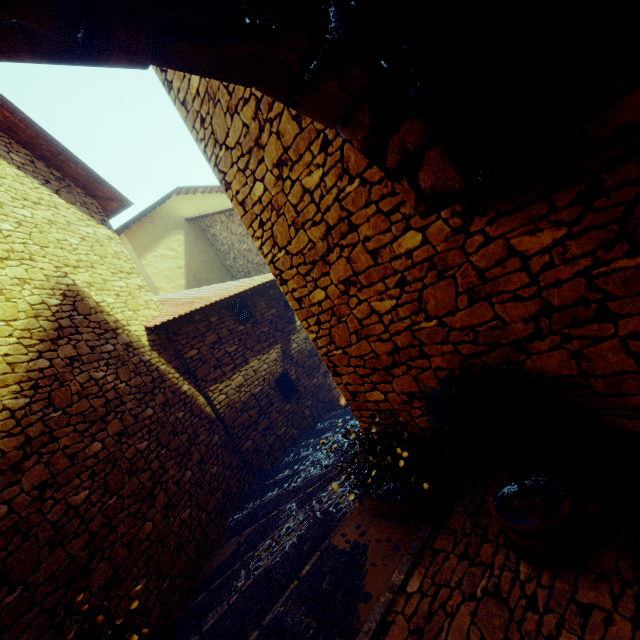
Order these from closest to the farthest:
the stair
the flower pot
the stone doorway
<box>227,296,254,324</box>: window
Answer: the stone doorway, the flower pot, the stair, <box>227,296,254,324</box>: window

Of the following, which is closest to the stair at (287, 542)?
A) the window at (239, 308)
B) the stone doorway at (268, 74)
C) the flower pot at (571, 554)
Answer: the flower pot at (571, 554)

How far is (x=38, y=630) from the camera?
2.7m

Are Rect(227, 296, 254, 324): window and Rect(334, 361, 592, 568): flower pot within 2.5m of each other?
no

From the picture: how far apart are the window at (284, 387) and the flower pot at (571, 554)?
6.6 meters

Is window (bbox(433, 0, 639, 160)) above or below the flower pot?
above

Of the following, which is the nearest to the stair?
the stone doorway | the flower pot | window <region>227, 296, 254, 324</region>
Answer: the flower pot

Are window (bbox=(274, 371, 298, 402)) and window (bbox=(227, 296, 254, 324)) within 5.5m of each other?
yes
